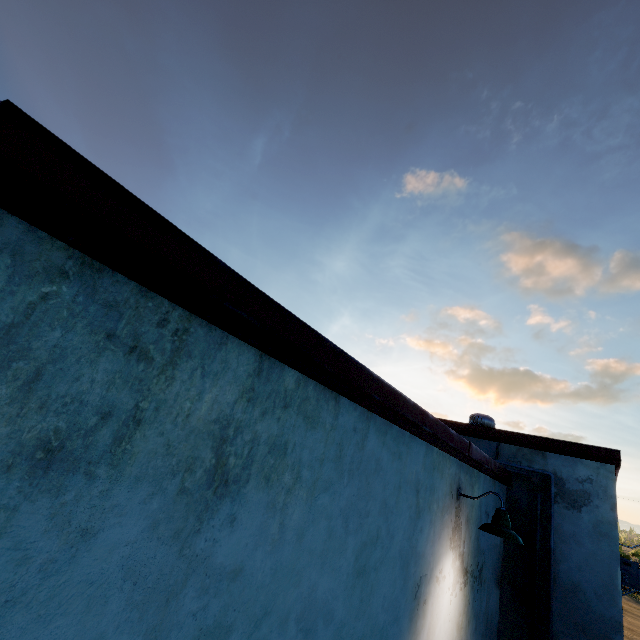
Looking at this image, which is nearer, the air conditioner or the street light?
the street light

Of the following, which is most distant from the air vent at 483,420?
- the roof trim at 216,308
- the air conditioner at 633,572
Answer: the air conditioner at 633,572

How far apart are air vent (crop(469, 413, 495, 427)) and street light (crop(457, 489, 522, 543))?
4.31m

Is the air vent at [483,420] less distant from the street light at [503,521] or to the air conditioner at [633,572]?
the air conditioner at [633,572]

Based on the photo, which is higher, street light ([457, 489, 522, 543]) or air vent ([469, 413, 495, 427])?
air vent ([469, 413, 495, 427])

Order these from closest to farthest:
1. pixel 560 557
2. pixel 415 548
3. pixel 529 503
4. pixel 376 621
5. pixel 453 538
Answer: pixel 376 621 < pixel 415 548 < pixel 453 538 < pixel 560 557 < pixel 529 503

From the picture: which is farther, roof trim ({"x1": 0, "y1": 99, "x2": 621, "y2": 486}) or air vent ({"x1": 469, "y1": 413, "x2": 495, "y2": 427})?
air vent ({"x1": 469, "y1": 413, "x2": 495, "y2": 427})

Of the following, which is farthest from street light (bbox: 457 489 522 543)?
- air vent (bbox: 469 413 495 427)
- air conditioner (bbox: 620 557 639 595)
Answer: air conditioner (bbox: 620 557 639 595)
